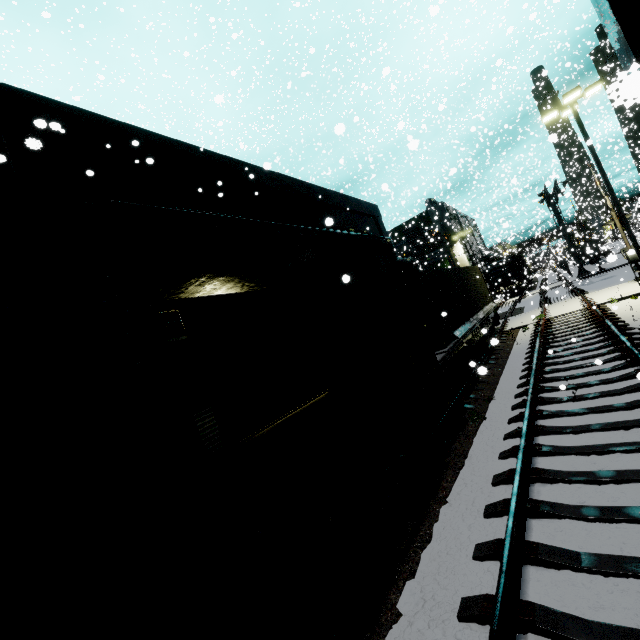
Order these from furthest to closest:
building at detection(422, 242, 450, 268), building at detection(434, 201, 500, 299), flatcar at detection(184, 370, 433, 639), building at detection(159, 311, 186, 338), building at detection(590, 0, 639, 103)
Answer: building at detection(422, 242, 450, 268)
building at detection(434, 201, 500, 299)
building at detection(159, 311, 186, 338)
flatcar at detection(184, 370, 433, 639)
building at detection(590, 0, 639, 103)

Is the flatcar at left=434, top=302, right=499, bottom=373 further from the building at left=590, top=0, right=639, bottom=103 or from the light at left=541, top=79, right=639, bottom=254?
the light at left=541, top=79, right=639, bottom=254

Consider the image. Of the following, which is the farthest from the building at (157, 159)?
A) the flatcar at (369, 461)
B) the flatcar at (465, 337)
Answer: the flatcar at (369, 461)

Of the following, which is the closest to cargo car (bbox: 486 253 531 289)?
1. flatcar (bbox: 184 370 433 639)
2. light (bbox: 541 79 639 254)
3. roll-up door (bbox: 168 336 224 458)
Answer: flatcar (bbox: 184 370 433 639)

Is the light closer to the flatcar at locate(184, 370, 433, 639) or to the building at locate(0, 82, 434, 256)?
the building at locate(0, 82, 434, 256)

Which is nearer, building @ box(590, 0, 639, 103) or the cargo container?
building @ box(590, 0, 639, 103)

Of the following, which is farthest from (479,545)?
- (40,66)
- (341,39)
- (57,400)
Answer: (40,66)

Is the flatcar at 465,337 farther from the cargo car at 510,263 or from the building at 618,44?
the building at 618,44
